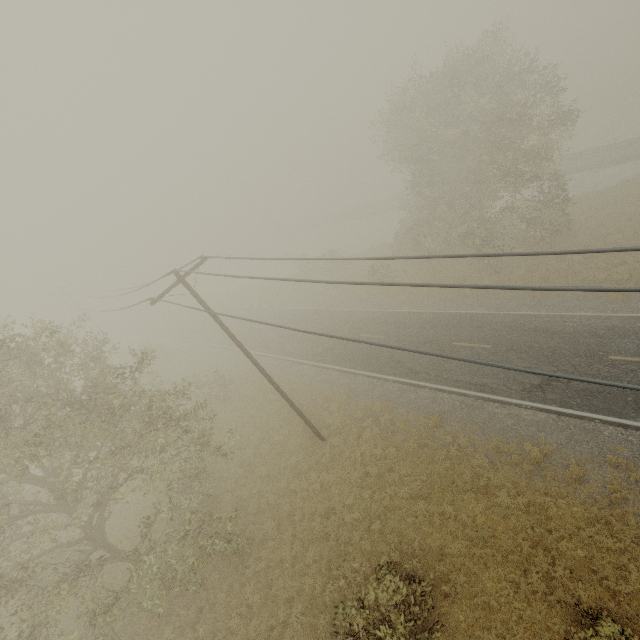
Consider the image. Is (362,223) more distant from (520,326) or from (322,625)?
(322,625)
